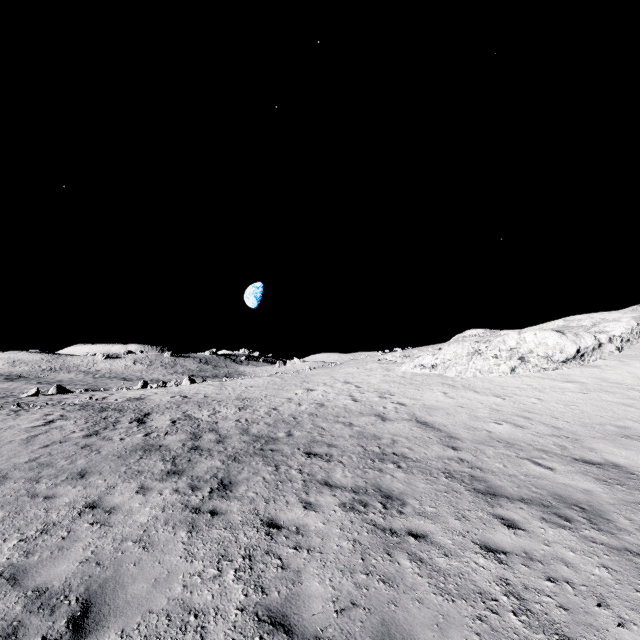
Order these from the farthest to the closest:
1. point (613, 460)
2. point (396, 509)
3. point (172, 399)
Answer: point (172, 399)
point (613, 460)
point (396, 509)
